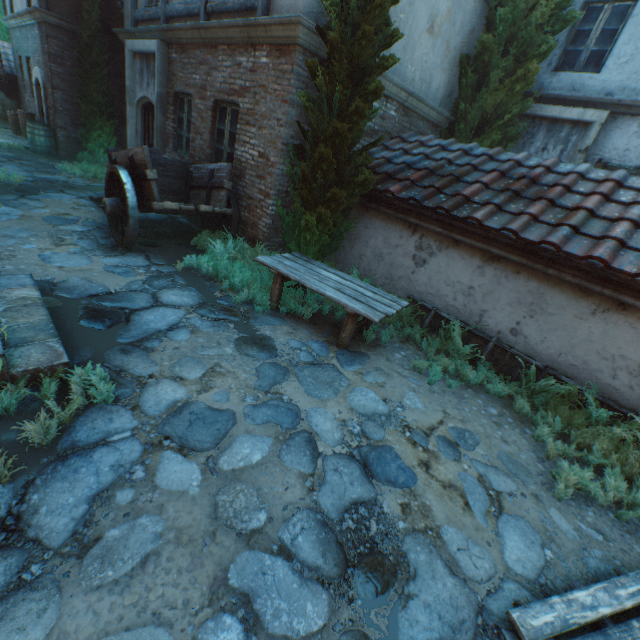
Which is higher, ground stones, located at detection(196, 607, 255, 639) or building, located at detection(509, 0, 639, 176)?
building, located at detection(509, 0, 639, 176)

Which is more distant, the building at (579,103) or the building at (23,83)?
the building at (23,83)

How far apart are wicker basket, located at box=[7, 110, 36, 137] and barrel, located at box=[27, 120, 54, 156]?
1.8m

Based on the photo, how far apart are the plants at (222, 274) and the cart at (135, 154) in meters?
0.1 m

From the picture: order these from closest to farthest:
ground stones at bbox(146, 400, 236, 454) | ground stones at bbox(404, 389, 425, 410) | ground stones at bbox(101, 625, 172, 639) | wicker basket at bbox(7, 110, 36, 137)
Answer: ground stones at bbox(101, 625, 172, 639) < ground stones at bbox(146, 400, 236, 454) < ground stones at bbox(404, 389, 425, 410) < wicker basket at bbox(7, 110, 36, 137)

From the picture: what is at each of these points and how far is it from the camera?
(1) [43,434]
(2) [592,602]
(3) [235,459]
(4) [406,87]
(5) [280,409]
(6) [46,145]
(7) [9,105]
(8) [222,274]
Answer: (1) plants, 2.4 meters
(2) pallet, 2.3 meters
(3) ground stones, 2.7 meters
(4) building, 6.5 meters
(5) ground stones, 3.3 meters
(6) barrel, 10.8 meters
(7) straw pile, 13.6 meters
(8) plants, 5.6 meters

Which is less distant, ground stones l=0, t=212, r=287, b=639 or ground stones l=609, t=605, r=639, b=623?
ground stones l=0, t=212, r=287, b=639

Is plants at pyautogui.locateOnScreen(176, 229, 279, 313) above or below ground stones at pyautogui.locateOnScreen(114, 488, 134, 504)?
above
